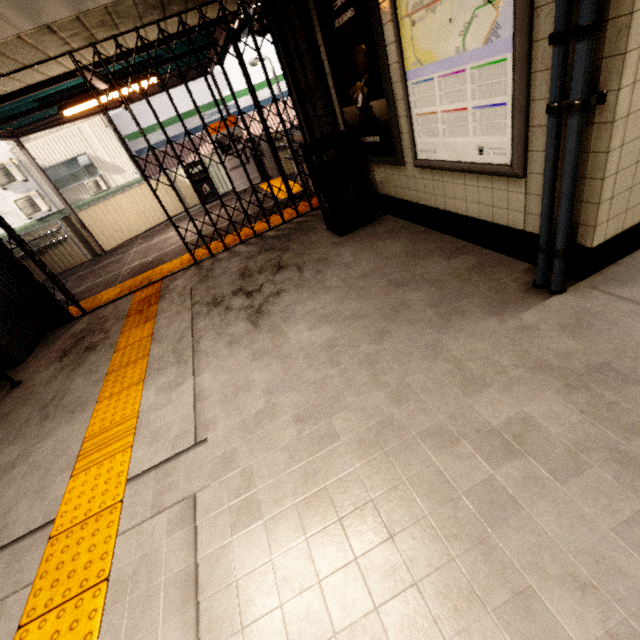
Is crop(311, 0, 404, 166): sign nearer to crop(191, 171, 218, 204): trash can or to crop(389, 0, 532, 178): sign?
crop(389, 0, 532, 178): sign

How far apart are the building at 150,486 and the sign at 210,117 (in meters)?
18.27

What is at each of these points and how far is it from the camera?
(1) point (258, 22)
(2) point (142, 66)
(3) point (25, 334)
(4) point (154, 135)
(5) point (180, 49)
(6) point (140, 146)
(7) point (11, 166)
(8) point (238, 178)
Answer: (1) loudspeaker, 4.9 meters
(2) exterior awning, 6.4 meters
(3) concrete pillar, 4.8 meters
(4) sign, 15.8 meters
(5) exterior awning, 6.5 meters
(6) sign, 15.8 meters
(7) air conditioner, 13.6 meters
(8) ticket machine, 9.9 meters

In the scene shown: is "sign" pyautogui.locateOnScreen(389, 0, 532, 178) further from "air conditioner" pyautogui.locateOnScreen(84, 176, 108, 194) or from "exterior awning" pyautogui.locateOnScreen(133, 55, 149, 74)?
"air conditioner" pyautogui.locateOnScreen(84, 176, 108, 194)

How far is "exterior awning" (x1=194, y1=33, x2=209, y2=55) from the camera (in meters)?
6.13

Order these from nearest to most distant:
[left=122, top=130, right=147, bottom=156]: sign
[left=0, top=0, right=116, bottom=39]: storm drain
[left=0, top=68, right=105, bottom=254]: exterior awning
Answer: [left=0, top=0, right=116, bottom=39]: storm drain < [left=0, top=68, right=105, bottom=254]: exterior awning < [left=122, top=130, right=147, bottom=156]: sign

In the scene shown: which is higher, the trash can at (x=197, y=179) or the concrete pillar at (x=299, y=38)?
the concrete pillar at (x=299, y=38)

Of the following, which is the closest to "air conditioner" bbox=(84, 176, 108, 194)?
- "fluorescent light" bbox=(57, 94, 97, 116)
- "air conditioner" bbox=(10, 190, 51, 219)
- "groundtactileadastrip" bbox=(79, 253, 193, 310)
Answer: "air conditioner" bbox=(10, 190, 51, 219)
